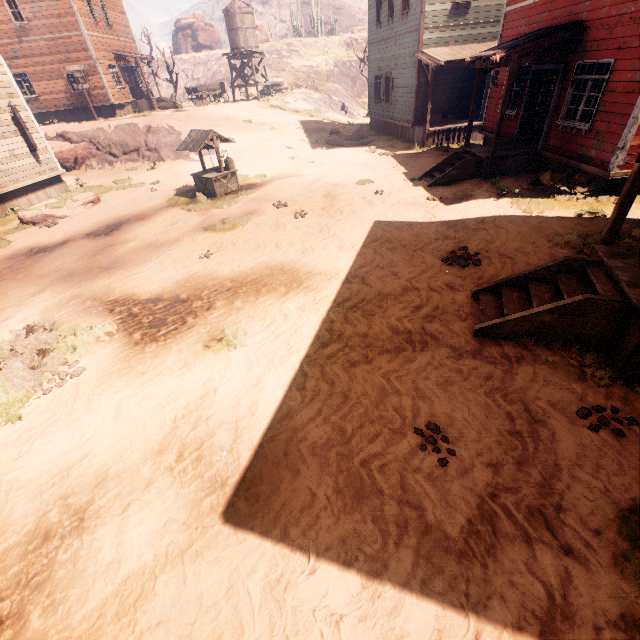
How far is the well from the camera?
12.42m

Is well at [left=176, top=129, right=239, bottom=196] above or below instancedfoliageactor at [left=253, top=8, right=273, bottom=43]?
below

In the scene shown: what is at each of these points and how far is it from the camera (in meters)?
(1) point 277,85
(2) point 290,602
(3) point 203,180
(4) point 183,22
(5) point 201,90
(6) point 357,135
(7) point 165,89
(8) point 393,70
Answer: (1) instancedfoliageactor, 32.47
(2) z, 2.84
(3) well, 13.38
(4) instancedfoliageactor, 50.00
(5) carraige, 28.61
(6) instancedfoliageactor, 20.03
(7) z, 43.12
(8) building, 19.02

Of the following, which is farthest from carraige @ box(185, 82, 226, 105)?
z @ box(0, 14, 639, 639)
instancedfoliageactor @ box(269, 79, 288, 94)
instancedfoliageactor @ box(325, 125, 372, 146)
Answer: instancedfoliageactor @ box(325, 125, 372, 146)

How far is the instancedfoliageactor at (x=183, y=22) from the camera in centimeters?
3088cm

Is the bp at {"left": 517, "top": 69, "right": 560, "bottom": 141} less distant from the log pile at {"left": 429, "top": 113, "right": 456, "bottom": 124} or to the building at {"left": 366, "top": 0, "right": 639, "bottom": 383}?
the building at {"left": 366, "top": 0, "right": 639, "bottom": 383}

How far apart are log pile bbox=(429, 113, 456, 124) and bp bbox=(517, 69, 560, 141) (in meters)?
6.64

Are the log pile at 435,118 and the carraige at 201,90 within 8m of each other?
no
